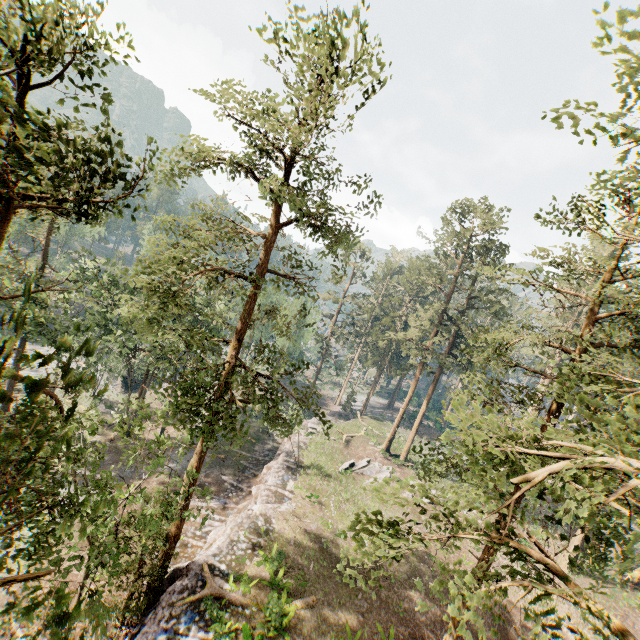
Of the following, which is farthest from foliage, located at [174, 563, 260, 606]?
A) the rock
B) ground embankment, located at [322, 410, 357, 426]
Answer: the rock

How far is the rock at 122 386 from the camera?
43.43m

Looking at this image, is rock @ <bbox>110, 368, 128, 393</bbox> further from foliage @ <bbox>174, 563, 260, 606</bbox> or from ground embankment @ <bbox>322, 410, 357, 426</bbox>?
ground embankment @ <bbox>322, 410, 357, 426</bbox>

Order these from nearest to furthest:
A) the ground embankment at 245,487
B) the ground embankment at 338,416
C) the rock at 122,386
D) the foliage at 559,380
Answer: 1. the foliage at 559,380
2. the ground embankment at 245,487
3. the rock at 122,386
4. the ground embankment at 338,416

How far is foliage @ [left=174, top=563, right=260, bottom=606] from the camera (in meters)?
15.85

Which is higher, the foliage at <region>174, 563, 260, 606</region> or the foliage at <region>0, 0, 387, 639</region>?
the foliage at <region>0, 0, 387, 639</region>

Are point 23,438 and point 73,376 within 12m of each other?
yes
